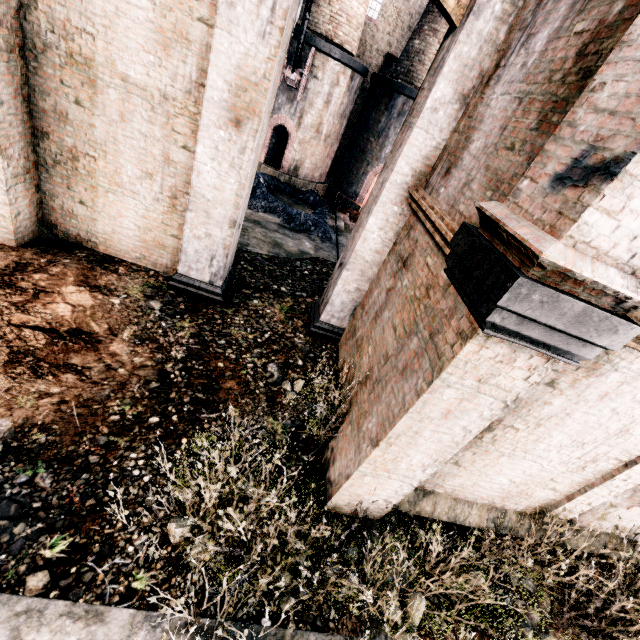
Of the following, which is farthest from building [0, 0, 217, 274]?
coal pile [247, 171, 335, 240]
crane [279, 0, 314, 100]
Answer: crane [279, 0, 314, 100]

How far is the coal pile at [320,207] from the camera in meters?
15.8

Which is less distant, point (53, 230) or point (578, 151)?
point (578, 151)

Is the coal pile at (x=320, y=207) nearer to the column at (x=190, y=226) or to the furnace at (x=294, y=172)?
the furnace at (x=294, y=172)

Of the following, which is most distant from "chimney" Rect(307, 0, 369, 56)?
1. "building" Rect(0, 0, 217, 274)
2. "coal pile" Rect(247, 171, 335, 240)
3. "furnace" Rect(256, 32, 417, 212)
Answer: "coal pile" Rect(247, 171, 335, 240)

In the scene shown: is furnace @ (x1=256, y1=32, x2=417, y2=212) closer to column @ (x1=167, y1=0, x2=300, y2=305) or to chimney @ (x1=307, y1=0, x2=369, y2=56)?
chimney @ (x1=307, y1=0, x2=369, y2=56)

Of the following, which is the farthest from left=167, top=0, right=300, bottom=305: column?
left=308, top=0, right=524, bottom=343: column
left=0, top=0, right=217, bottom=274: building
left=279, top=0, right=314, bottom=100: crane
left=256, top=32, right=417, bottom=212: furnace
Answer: left=256, top=32, right=417, bottom=212: furnace

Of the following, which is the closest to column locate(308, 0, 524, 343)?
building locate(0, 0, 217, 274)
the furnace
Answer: building locate(0, 0, 217, 274)
